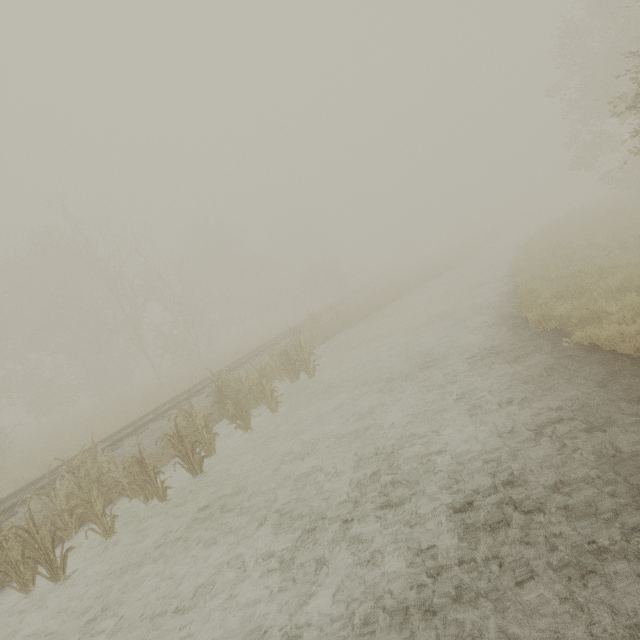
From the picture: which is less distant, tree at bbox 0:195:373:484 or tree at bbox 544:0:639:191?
tree at bbox 544:0:639:191

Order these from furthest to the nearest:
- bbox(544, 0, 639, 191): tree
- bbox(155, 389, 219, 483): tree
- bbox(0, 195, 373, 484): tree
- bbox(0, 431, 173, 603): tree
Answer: bbox(0, 195, 373, 484): tree, bbox(544, 0, 639, 191): tree, bbox(155, 389, 219, 483): tree, bbox(0, 431, 173, 603): tree

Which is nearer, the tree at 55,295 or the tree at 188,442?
the tree at 188,442

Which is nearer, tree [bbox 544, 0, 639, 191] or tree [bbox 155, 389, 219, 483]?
tree [bbox 155, 389, 219, 483]

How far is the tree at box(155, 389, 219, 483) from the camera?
8.0 meters

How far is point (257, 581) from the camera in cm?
442
